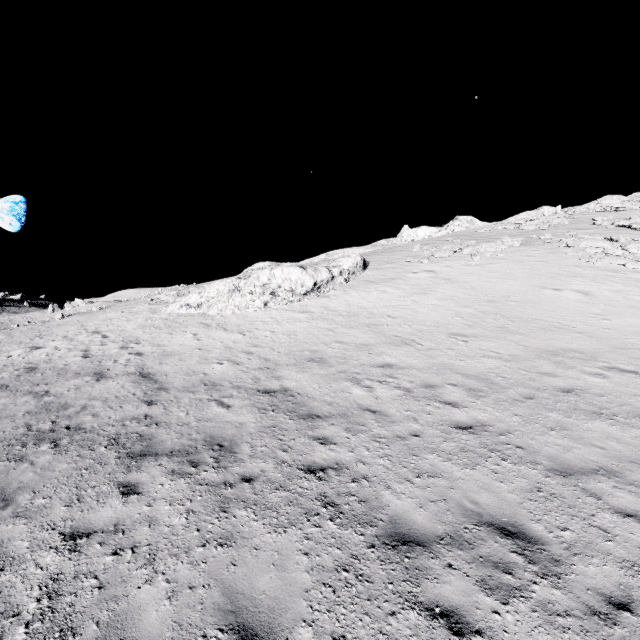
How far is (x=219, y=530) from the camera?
5.3m
